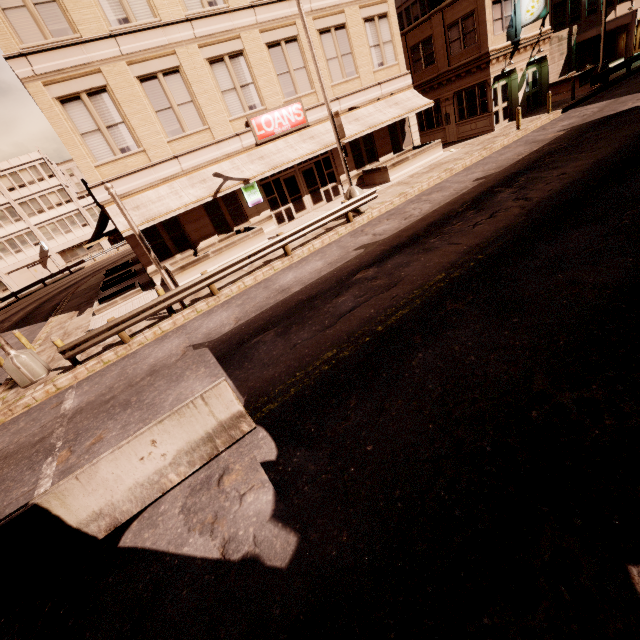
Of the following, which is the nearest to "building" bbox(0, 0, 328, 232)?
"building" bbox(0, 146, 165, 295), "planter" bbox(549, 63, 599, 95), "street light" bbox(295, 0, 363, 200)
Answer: "street light" bbox(295, 0, 363, 200)

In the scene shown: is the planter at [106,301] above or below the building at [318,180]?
below

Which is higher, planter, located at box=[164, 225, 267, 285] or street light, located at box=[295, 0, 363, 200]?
street light, located at box=[295, 0, 363, 200]

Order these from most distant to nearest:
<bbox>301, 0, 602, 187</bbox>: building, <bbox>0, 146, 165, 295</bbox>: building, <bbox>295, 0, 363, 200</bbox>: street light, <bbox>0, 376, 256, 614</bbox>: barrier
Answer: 1. <bbox>0, 146, 165, 295</bbox>: building
2. <bbox>301, 0, 602, 187</bbox>: building
3. <bbox>295, 0, 363, 200</bbox>: street light
4. <bbox>0, 376, 256, 614</bbox>: barrier

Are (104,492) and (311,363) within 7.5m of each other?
yes

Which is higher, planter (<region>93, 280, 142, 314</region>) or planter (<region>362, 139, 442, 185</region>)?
planter (<region>362, 139, 442, 185</region>)

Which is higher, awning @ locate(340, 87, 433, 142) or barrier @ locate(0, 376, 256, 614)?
awning @ locate(340, 87, 433, 142)

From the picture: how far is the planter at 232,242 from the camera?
15.27m
